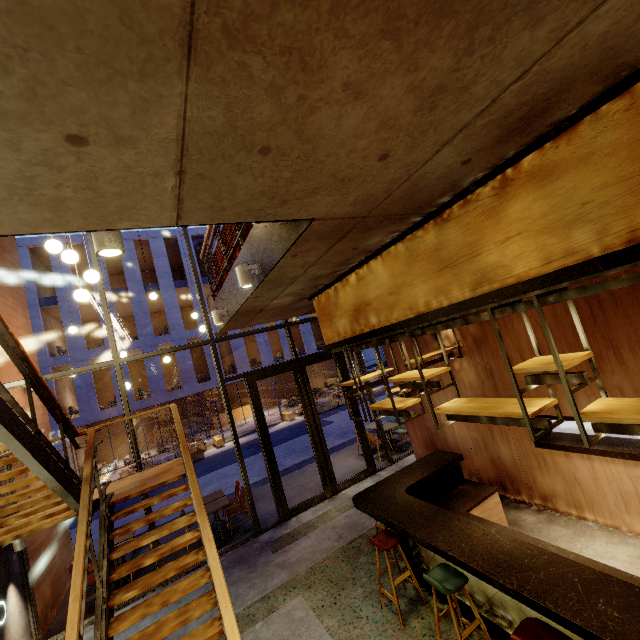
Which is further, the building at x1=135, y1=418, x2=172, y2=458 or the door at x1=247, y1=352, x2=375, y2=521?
the building at x1=135, y1=418, x2=172, y2=458

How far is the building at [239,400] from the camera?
26.1 meters

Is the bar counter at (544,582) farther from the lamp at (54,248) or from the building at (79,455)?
the building at (79,455)

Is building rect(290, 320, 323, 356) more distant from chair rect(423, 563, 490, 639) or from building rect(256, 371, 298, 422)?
chair rect(423, 563, 490, 639)

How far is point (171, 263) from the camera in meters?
29.6 m

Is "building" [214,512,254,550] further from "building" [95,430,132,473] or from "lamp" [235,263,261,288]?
"building" [95,430,132,473]

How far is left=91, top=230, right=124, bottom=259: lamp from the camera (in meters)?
1.95

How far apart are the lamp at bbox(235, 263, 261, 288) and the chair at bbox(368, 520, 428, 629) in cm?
374
